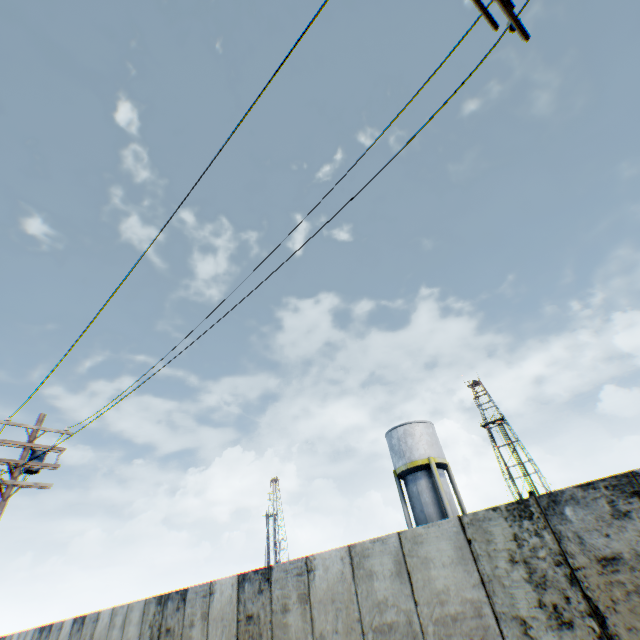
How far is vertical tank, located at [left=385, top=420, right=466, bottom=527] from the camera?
22.3 meters

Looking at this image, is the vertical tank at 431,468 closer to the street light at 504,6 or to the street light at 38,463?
the street light at 38,463

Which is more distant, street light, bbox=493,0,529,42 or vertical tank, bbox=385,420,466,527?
vertical tank, bbox=385,420,466,527

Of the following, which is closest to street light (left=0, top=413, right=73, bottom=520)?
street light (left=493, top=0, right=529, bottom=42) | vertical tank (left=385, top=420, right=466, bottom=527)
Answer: street light (left=493, top=0, right=529, bottom=42)

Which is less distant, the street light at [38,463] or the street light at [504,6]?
the street light at [504,6]

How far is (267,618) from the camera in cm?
706
